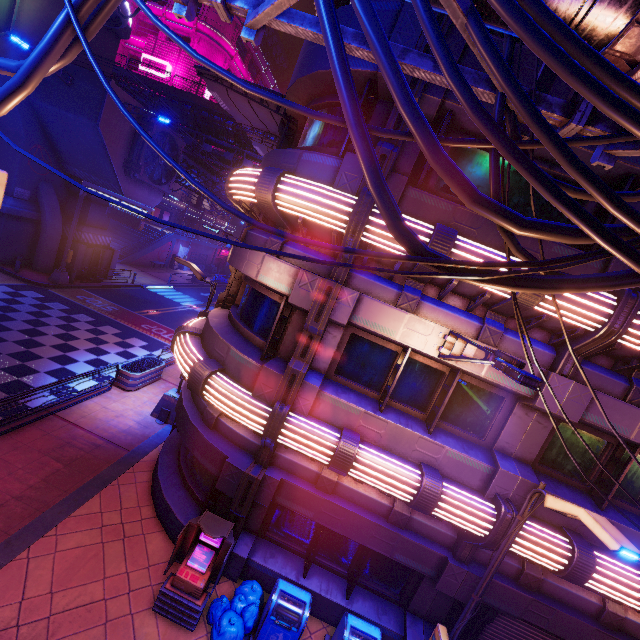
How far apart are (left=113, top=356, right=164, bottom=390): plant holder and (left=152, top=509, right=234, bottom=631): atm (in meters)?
8.24

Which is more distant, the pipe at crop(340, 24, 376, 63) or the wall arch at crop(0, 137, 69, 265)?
the wall arch at crop(0, 137, 69, 265)

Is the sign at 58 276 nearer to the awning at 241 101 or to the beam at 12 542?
the awning at 241 101

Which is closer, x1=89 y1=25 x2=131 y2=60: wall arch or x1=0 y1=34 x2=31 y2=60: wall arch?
x1=0 y1=34 x2=31 y2=60: wall arch

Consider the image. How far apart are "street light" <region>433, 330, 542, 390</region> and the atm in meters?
5.8 m

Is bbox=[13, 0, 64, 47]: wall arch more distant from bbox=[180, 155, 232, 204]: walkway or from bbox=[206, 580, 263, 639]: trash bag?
bbox=[206, 580, 263, 639]: trash bag

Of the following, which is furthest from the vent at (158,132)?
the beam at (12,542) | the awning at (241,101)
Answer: the beam at (12,542)

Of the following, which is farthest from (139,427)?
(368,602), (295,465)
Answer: (368,602)
